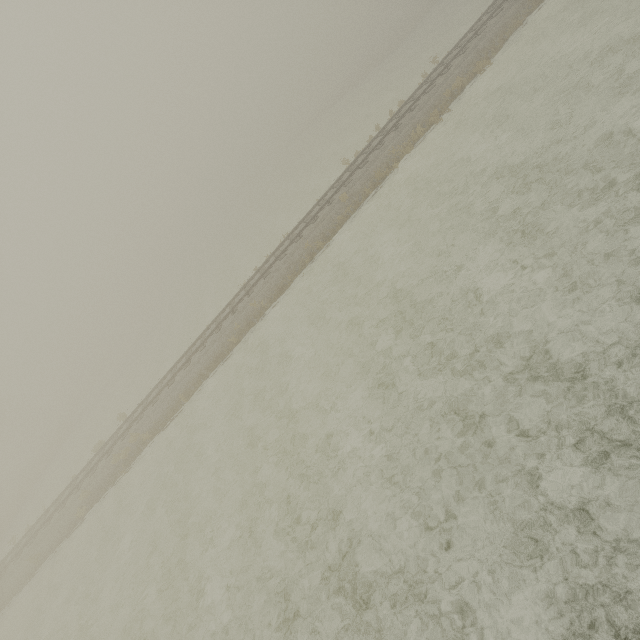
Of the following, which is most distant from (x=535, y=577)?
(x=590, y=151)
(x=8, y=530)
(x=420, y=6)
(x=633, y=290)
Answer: Answer: (x=420, y=6)
